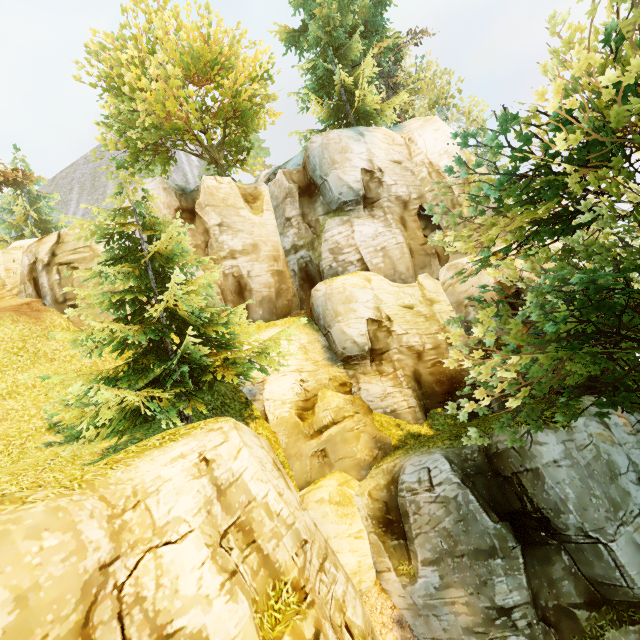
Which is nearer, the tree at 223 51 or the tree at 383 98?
the tree at 383 98

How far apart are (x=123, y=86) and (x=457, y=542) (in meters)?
27.36

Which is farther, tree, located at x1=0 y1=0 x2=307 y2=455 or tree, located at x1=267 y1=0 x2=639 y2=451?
tree, located at x1=0 y1=0 x2=307 y2=455
